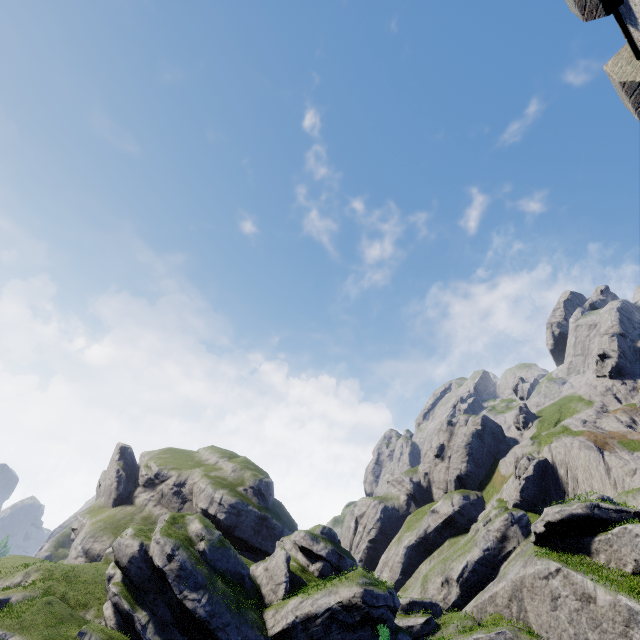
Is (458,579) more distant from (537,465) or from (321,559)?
(537,465)
